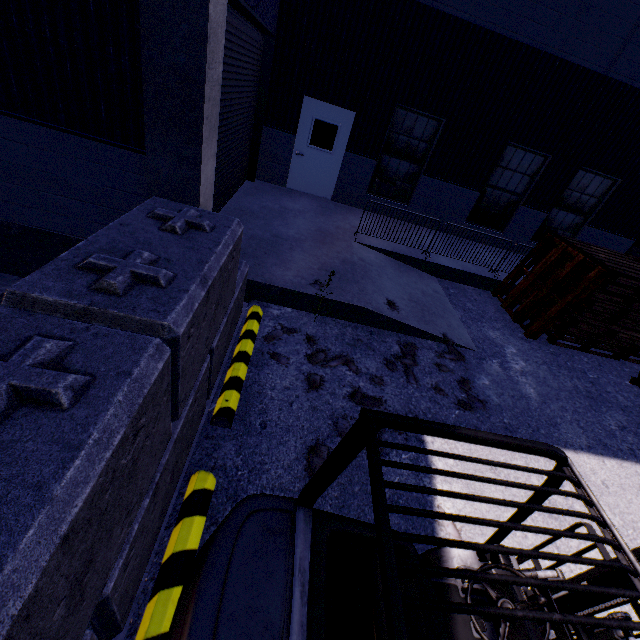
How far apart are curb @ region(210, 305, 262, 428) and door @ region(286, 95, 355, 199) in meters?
6.4

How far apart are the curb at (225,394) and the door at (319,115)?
6.4m

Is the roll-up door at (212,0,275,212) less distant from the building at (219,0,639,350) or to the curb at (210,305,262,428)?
the building at (219,0,639,350)

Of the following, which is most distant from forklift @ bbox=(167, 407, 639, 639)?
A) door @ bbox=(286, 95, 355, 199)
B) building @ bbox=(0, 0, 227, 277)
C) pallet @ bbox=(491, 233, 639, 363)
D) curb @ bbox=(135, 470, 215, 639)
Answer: door @ bbox=(286, 95, 355, 199)

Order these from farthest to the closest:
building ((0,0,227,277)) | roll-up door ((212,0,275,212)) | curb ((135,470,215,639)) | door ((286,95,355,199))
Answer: door ((286,95,355,199)) → roll-up door ((212,0,275,212)) → building ((0,0,227,277)) → curb ((135,470,215,639))

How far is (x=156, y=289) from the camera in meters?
2.1 m

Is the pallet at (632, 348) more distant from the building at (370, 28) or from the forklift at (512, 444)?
the forklift at (512, 444)

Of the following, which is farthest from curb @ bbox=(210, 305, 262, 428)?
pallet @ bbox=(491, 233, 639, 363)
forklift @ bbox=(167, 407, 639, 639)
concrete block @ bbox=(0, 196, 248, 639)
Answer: pallet @ bbox=(491, 233, 639, 363)
